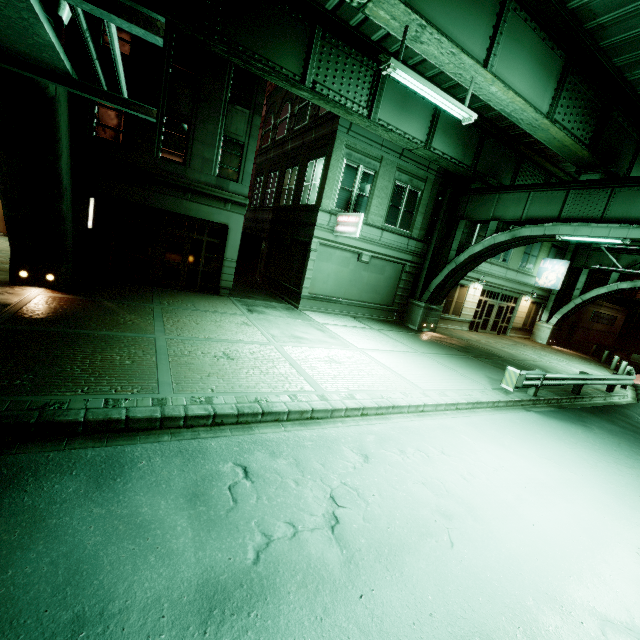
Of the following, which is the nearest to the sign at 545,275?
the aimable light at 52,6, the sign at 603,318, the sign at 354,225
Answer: the sign at 603,318

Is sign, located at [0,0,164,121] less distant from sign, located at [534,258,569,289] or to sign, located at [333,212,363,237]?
sign, located at [333,212,363,237]

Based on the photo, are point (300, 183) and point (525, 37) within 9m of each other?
no

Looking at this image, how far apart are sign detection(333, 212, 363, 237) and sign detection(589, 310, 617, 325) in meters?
32.3 m

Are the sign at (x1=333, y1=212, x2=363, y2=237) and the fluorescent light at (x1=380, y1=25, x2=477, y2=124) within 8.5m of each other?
yes

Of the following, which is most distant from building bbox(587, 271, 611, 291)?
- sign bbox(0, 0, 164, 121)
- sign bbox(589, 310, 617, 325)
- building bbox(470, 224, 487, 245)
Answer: sign bbox(0, 0, 164, 121)

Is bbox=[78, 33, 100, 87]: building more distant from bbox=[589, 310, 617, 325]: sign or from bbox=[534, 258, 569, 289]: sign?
bbox=[589, 310, 617, 325]: sign

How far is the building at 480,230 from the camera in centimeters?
2214cm
